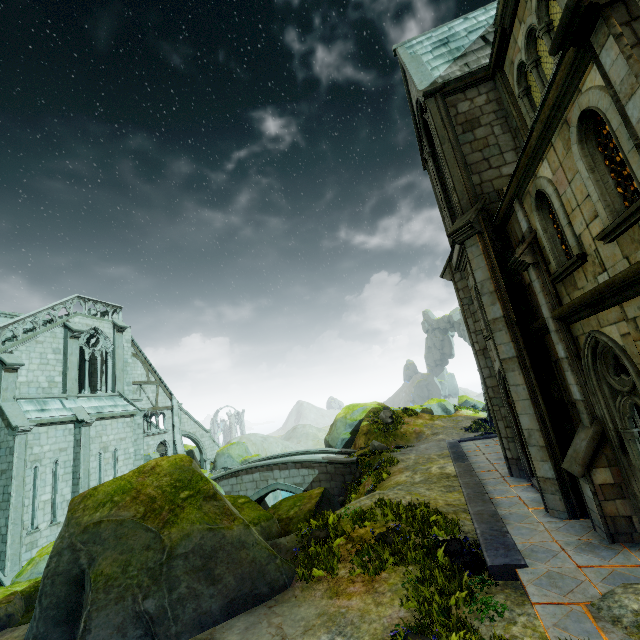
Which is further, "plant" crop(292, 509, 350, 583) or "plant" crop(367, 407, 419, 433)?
"plant" crop(367, 407, 419, 433)

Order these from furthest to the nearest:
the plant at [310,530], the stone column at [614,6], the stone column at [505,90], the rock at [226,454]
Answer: the rock at [226,454]
the stone column at [505,90]
the plant at [310,530]
the stone column at [614,6]

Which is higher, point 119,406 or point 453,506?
point 119,406

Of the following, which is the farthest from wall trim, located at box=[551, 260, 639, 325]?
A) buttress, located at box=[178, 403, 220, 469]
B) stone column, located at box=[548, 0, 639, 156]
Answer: buttress, located at box=[178, 403, 220, 469]

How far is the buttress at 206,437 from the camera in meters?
31.9 m

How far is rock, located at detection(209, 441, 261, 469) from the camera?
28.6 meters

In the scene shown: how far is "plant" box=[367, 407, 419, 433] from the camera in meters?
24.8 m
